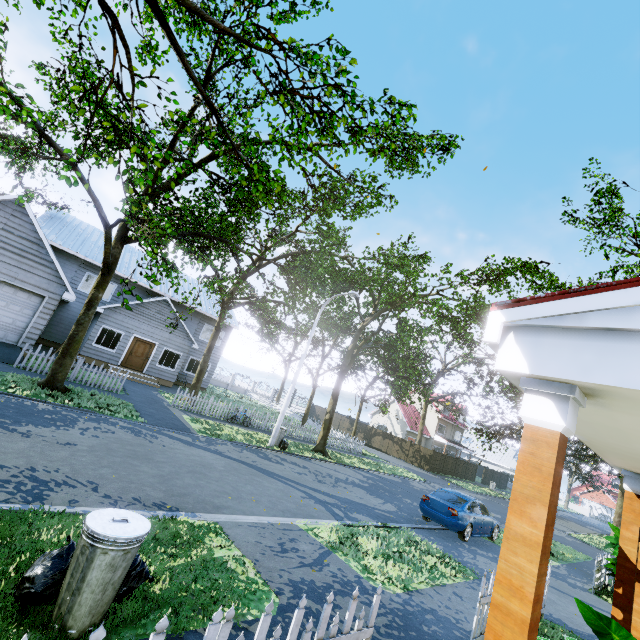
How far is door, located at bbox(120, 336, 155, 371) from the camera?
21.4 meters

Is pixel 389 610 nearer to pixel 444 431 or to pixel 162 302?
pixel 162 302

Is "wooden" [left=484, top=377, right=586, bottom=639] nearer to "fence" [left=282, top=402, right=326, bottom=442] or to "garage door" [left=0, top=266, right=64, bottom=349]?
"fence" [left=282, top=402, right=326, bottom=442]

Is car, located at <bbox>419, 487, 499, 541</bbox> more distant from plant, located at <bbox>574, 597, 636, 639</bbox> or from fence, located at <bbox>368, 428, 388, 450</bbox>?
plant, located at <bbox>574, 597, 636, 639</bbox>

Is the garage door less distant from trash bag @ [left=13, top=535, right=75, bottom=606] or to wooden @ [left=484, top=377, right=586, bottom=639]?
trash bag @ [left=13, top=535, right=75, bottom=606]

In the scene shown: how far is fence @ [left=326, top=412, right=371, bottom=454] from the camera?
24.42m

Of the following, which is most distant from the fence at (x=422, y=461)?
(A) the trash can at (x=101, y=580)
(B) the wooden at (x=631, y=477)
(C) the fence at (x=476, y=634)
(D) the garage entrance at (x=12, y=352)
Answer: (D) the garage entrance at (x=12, y=352)

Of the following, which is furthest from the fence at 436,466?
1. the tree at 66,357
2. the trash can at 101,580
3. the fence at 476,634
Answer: the fence at 476,634
